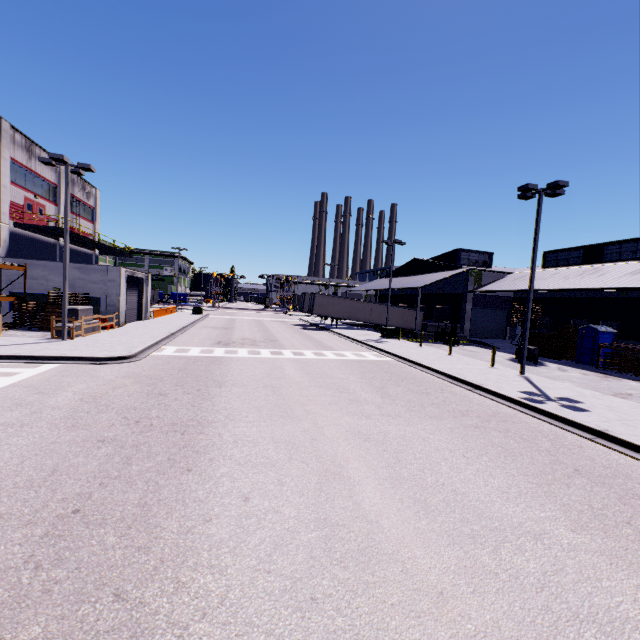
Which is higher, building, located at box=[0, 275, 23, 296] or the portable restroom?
building, located at box=[0, 275, 23, 296]

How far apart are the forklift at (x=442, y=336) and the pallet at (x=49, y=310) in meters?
32.8 m

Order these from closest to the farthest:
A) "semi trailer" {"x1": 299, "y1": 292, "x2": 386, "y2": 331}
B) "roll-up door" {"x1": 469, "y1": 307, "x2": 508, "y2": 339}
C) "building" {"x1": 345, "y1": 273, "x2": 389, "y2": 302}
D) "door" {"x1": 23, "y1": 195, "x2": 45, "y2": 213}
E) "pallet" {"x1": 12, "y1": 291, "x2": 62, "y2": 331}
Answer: "pallet" {"x1": 12, "y1": 291, "x2": 62, "y2": 331}
"door" {"x1": 23, "y1": 195, "x2": 45, "y2": 213}
"roll-up door" {"x1": 469, "y1": 307, "x2": 508, "y2": 339}
"semi trailer" {"x1": 299, "y1": 292, "x2": 386, "y2": 331}
"building" {"x1": 345, "y1": 273, "x2": 389, "y2": 302}

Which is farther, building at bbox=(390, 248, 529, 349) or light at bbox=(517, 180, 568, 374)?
building at bbox=(390, 248, 529, 349)

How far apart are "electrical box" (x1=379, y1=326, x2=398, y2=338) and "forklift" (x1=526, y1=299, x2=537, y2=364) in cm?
1026

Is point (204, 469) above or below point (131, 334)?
below

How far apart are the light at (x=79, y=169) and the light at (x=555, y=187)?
23.1 meters

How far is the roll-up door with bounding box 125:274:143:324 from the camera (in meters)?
28.95
